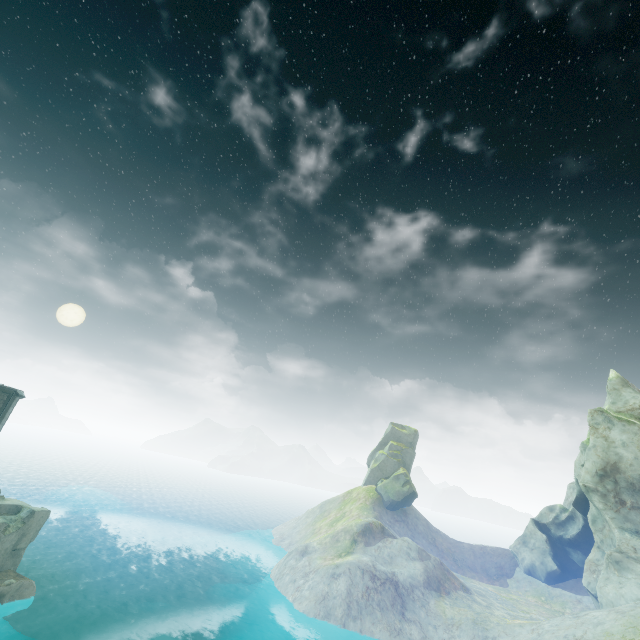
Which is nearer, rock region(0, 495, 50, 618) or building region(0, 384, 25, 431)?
rock region(0, 495, 50, 618)

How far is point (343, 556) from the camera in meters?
39.9 m

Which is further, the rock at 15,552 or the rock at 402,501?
the rock at 402,501

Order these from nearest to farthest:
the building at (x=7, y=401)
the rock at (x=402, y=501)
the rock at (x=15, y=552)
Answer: the rock at (x=15, y=552) → the building at (x=7, y=401) → the rock at (x=402, y=501)

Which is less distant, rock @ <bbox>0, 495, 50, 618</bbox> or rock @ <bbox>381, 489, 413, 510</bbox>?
rock @ <bbox>0, 495, 50, 618</bbox>

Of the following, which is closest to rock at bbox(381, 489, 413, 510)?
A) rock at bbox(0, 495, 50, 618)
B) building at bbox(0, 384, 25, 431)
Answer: rock at bbox(0, 495, 50, 618)

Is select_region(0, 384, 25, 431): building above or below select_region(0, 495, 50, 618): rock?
above

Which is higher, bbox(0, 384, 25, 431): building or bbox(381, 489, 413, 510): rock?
bbox(0, 384, 25, 431): building
